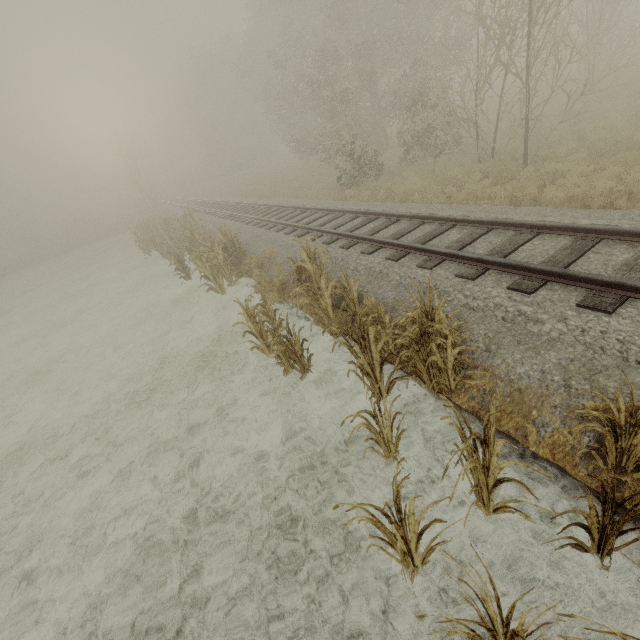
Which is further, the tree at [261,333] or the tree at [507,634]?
the tree at [261,333]

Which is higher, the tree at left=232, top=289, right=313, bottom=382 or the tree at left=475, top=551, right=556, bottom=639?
the tree at left=475, top=551, right=556, bottom=639

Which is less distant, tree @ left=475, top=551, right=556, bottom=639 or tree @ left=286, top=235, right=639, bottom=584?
tree @ left=475, top=551, right=556, bottom=639

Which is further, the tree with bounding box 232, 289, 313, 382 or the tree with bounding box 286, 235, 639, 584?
the tree with bounding box 232, 289, 313, 382

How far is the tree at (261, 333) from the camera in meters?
5.8

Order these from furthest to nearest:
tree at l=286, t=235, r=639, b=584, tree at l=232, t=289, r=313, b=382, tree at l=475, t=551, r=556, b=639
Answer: tree at l=232, t=289, r=313, b=382 → tree at l=286, t=235, r=639, b=584 → tree at l=475, t=551, r=556, b=639

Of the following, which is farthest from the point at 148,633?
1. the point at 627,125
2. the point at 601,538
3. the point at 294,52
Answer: the point at 294,52

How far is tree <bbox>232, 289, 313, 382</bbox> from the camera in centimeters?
579cm
